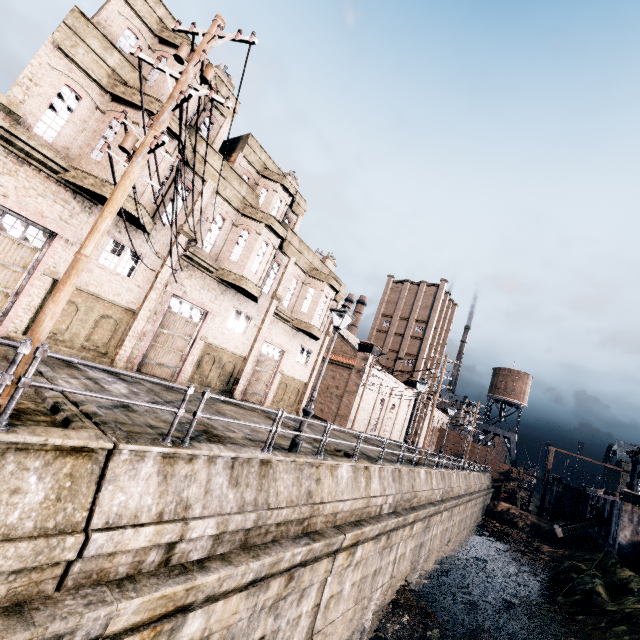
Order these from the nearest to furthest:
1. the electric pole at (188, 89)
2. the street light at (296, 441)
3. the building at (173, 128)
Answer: the electric pole at (188, 89), the street light at (296, 441), the building at (173, 128)

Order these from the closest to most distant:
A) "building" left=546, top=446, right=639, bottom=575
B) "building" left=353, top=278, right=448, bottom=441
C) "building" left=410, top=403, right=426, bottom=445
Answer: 1. "building" left=546, top=446, right=639, bottom=575
2. "building" left=353, top=278, right=448, bottom=441
3. "building" left=410, top=403, right=426, bottom=445

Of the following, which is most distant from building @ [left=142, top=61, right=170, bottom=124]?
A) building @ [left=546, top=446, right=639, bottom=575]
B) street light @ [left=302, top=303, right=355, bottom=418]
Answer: building @ [left=546, top=446, right=639, bottom=575]

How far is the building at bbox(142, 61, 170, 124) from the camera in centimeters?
1346cm

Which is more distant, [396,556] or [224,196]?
[224,196]

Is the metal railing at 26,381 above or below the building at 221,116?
below

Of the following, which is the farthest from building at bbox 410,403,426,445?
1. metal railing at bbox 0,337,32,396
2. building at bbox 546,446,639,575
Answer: building at bbox 546,446,639,575
